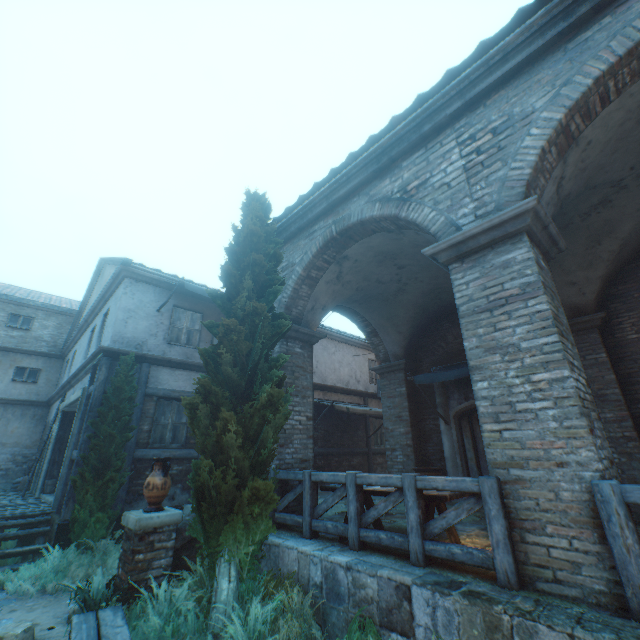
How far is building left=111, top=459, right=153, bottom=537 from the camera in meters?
7.8 m

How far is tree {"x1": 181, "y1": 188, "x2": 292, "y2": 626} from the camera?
4.4 meters

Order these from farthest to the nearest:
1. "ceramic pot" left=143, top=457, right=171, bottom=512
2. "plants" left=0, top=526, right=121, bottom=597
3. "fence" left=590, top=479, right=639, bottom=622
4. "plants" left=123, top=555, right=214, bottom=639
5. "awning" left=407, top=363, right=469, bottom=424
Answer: "awning" left=407, top=363, right=469, bottom=424 < "plants" left=0, top=526, right=121, bottom=597 < "ceramic pot" left=143, top=457, right=171, bottom=512 < "plants" left=123, top=555, right=214, bottom=639 < "fence" left=590, top=479, right=639, bottom=622

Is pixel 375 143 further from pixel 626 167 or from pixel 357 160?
pixel 626 167

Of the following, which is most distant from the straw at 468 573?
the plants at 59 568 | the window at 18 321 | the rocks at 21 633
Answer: the window at 18 321

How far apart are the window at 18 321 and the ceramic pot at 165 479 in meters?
17.1 m
